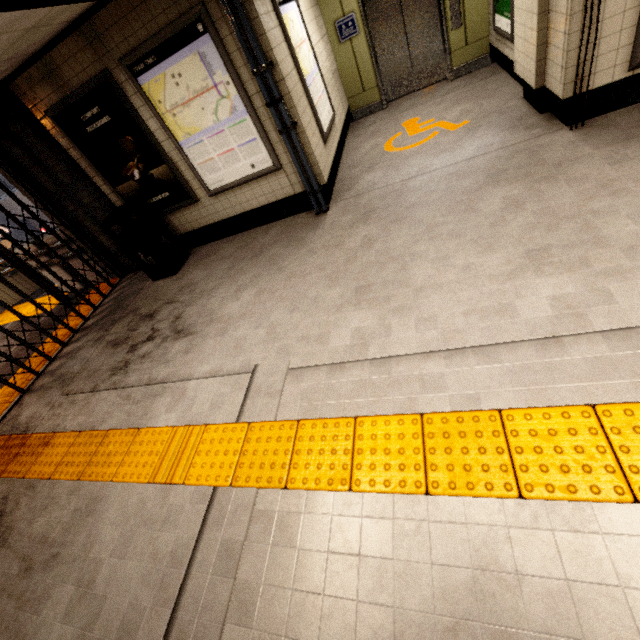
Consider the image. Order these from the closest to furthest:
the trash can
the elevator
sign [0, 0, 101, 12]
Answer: sign [0, 0, 101, 12] → the trash can → the elevator

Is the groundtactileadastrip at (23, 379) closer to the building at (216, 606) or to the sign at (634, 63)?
the building at (216, 606)

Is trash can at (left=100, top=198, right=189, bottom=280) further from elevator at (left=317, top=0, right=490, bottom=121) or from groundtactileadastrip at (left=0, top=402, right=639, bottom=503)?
elevator at (left=317, top=0, right=490, bottom=121)

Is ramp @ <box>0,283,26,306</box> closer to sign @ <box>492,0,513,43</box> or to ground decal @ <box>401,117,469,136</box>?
ground decal @ <box>401,117,469,136</box>

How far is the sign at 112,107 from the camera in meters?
4.1 m

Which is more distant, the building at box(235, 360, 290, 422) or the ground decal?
the ground decal

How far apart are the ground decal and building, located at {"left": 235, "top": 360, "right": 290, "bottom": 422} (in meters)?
4.12

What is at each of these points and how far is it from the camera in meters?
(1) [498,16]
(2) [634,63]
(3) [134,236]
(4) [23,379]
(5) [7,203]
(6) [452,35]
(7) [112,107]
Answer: (1) sign, 5.1
(2) sign, 3.2
(3) trash can, 4.9
(4) groundtactileadastrip, 5.0
(5) balcony, 18.4
(6) elevator, 6.0
(7) sign, 4.2
